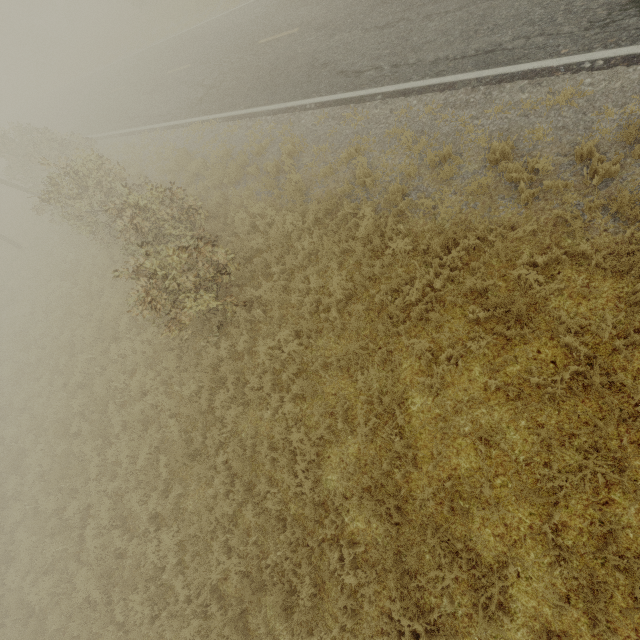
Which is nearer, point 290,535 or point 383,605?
point 383,605
